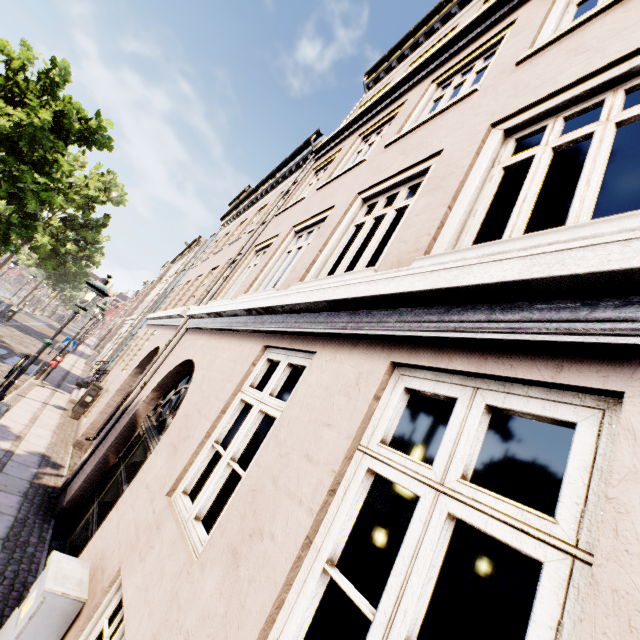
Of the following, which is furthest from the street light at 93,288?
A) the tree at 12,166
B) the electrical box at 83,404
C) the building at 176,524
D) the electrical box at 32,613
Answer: the electrical box at 83,404

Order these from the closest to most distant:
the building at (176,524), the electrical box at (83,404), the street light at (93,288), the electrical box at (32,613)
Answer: the building at (176,524) → the electrical box at (32,613) → the street light at (93,288) → the electrical box at (83,404)

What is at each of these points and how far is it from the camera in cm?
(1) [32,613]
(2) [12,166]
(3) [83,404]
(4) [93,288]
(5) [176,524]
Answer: (1) electrical box, 268
(2) tree, 1134
(3) electrical box, 1109
(4) street light, 633
(5) building, 271

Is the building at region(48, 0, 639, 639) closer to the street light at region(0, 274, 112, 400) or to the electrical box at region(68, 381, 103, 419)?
the electrical box at region(68, 381, 103, 419)

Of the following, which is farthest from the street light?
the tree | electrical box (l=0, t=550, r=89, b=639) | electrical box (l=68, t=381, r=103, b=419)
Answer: electrical box (l=68, t=381, r=103, b=419)

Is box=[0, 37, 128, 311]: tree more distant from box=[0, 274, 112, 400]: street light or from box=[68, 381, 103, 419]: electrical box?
box=[68, 381, 103, 419]: electrical box

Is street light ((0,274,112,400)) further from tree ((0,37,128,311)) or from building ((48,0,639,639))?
tree ((0,37,128,311))

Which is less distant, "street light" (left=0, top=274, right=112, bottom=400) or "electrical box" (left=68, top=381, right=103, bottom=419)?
"street light" (left=0, top=274, right=112, bottom=400)
